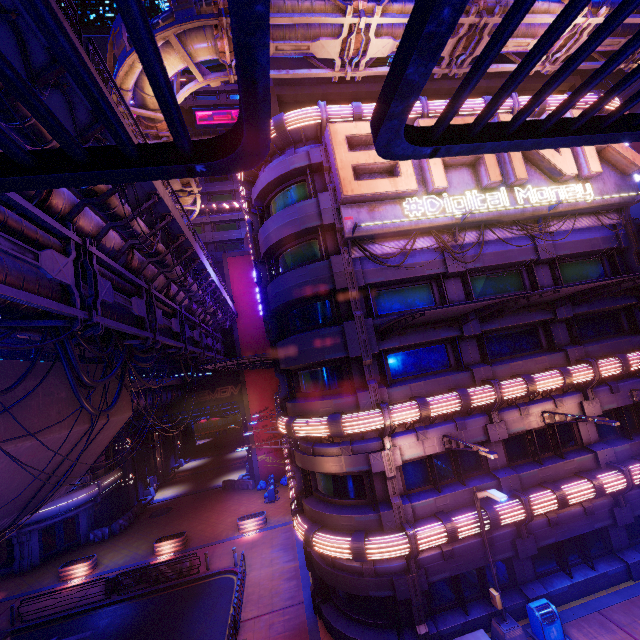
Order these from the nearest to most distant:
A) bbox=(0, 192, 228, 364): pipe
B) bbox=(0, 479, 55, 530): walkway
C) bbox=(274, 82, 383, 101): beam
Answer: bbox=(0, 192, 228, 364): pipe < bbox=(0, 479, 55, 530): walkway < bbox=(274, 82, 383, 101): beam

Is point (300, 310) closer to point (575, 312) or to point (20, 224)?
point (20, 224)

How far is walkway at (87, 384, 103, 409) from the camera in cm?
1439

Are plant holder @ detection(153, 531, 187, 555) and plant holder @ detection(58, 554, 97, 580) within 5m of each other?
yes

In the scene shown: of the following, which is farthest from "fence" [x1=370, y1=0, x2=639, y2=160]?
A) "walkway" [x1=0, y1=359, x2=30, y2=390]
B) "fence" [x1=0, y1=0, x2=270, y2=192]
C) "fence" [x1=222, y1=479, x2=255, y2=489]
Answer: "fence" [x1=222, y1=479, x2=255, y2=489]

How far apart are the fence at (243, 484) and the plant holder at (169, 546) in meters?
9.4 m

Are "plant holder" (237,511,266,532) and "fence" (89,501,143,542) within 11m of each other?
no

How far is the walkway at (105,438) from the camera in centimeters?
1538cm
